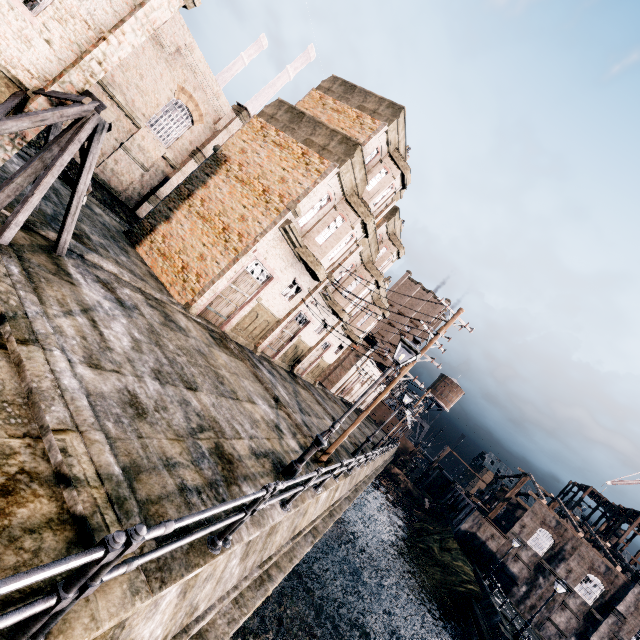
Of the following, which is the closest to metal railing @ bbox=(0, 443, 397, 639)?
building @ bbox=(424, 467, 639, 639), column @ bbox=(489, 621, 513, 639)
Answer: column @ bbox=(489, 621, 513, 639)

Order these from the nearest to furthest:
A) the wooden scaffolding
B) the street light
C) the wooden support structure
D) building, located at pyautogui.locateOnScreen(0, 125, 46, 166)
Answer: the wooden support structure
building, located at pyautogui.locateOnScreen(0, 125, 46, 166)
the street light
the wooden scaffolding

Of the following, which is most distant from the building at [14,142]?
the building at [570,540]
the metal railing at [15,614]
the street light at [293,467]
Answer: the building at [570,540]

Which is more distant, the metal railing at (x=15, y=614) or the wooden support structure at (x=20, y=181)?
the wooden support structure at (x=20, y=181)

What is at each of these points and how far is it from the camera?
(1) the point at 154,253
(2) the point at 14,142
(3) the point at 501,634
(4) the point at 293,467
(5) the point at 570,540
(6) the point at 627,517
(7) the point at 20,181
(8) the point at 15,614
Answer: (1) building, 17.95m
(2) building, 7.96m
(3) column, 23.44m
(4) street light, 9.59m
(5) building, 39.22m
(6) wooden scaffolding, 51.59m
(7) wooden support structure, 7.70m
(8) metal railing, 2.09m

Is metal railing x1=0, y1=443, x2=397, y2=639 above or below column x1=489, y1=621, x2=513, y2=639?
above

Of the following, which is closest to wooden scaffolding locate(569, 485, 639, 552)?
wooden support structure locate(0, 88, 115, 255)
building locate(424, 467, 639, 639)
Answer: building locate(424, 467, 639, 639)

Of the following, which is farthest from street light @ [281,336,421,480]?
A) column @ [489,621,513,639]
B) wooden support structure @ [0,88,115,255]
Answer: column @ [489,621,513,639]
